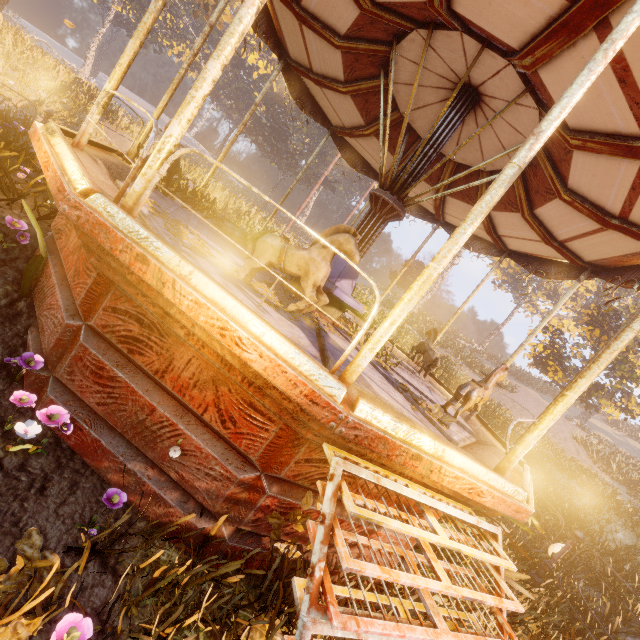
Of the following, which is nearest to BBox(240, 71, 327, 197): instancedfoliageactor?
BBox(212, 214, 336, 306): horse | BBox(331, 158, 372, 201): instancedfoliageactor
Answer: BBox(331, 158, 372, 201): instancedfoliageactor

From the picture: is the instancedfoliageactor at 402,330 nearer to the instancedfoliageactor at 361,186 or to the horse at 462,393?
the horse at 462,393

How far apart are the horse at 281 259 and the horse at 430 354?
4.33m

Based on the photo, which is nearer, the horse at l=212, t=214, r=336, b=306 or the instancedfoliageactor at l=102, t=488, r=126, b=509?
the instancedfoliageactor at l=102, t=488, r=126, b=509

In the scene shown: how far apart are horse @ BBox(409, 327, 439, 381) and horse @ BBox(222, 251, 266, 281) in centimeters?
433cm

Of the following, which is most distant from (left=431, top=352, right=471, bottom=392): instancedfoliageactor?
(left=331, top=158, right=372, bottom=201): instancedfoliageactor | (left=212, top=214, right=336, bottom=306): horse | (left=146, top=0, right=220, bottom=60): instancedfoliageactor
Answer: (left=146, top=0, right=220, bottom=60): instancedfoliageactor

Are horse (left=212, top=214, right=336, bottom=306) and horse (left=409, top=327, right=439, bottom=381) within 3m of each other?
no

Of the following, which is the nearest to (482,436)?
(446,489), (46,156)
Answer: (446,489)
